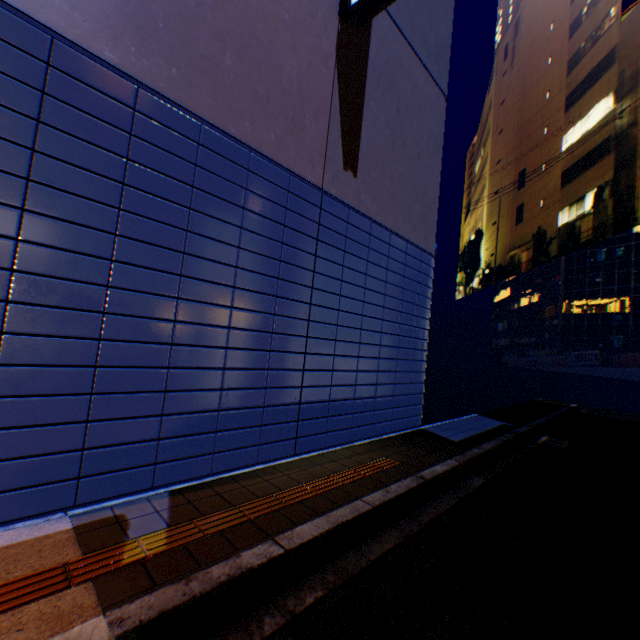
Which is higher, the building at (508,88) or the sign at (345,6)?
the building at (508,88)

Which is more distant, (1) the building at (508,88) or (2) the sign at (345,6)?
(1) the building at (508,88)

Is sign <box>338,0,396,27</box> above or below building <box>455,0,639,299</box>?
below

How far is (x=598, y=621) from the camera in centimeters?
273cm

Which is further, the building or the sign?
the building
